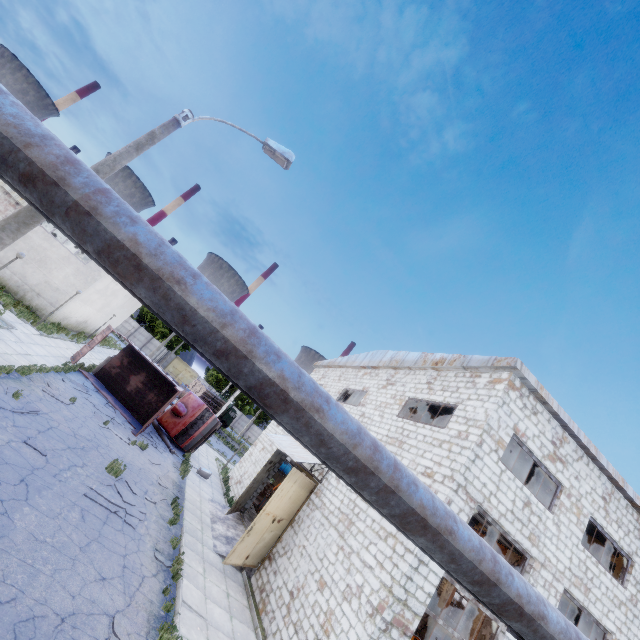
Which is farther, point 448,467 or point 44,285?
point 44,285

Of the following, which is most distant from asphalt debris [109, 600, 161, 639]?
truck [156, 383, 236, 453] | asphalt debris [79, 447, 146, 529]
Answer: truck [156, 383, 236, 453]

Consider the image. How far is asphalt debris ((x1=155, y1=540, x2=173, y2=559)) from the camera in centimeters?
975cm

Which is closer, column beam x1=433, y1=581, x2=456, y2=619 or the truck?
the truck

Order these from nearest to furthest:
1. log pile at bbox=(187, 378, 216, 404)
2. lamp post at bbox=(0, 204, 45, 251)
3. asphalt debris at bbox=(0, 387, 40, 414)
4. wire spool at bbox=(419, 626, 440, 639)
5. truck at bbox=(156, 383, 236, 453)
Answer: lamp post at bbox=(0, 204, 45, 251) < asphalt debris at bbox=(0, 387, 40, 414) < truck at bbox=(156, 383, 236, 453) < wire spool at bbox=(419, 626, 440, 639) < log pile at bbox=(187, 378, 216, 404)

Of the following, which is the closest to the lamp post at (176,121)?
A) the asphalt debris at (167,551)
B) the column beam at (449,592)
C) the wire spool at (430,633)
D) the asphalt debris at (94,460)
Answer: the asphalt debris at (94,460)

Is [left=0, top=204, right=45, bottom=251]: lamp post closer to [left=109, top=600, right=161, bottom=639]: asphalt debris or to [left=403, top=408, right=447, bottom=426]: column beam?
[left=109, top=600, right=161, bottom=639]: asphalt debris

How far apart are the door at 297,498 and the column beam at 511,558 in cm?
704
